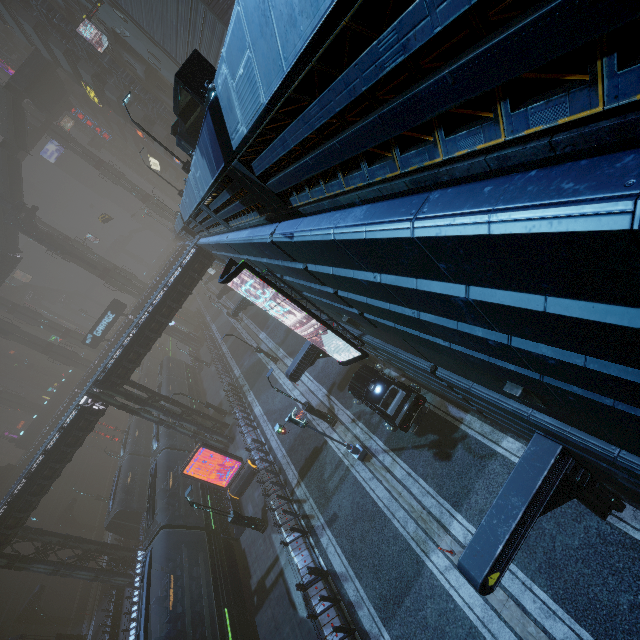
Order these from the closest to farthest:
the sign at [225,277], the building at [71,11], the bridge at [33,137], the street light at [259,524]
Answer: the sign at [225,277] < the street light at [259,524] < the building at [71,11] < the bridge at [33,137]

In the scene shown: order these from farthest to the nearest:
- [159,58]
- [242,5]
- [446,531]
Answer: [159,58] < [446,531] < [242,5]

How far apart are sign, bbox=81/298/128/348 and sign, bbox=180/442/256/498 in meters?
33.2

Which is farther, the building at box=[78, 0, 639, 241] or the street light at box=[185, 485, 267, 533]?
the street light at box=[185, 485, 267, 533]

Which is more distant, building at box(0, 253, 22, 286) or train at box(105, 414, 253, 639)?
building at box(0, 253, 22, 286)

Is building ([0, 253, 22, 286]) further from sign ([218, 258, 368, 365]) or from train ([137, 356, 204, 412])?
sign ([218, 258, 368, 365])

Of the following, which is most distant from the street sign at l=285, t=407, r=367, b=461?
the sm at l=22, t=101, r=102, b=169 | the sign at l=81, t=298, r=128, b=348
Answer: the sm at l=22, t=101, r=102, b=169

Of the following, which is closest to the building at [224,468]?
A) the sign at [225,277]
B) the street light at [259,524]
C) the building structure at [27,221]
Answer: the sign at [225,277]
